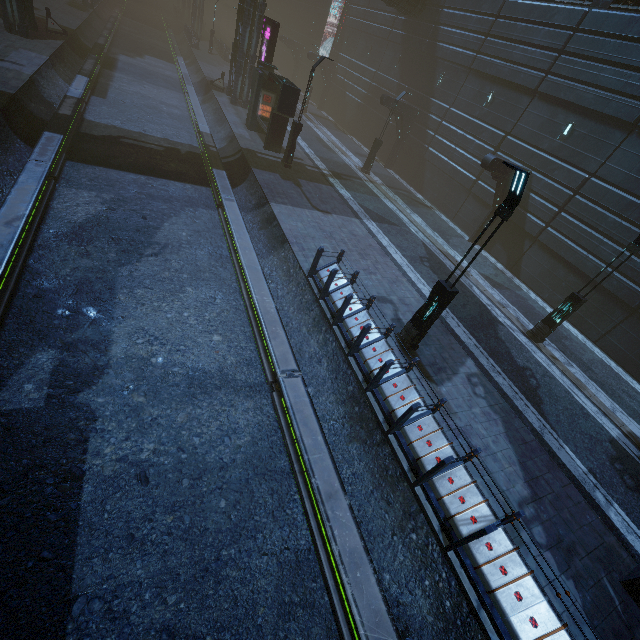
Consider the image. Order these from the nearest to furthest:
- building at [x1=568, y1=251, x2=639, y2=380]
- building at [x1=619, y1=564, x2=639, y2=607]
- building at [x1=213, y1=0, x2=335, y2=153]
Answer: building at [x1=619, y1=564, x2=639, y2=607], building at [x1=568, y1=251, x2=639, y2=380], building at [x1=213, y1=0, x2=335, y2=153]

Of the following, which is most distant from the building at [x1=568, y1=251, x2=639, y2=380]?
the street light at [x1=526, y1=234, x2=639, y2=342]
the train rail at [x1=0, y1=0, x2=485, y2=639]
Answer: the street light at [x1=526, y1=234, x2=639, y2=342]

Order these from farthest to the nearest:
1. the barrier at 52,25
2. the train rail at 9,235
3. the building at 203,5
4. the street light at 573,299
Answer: the building at 203,5 < the barrier at 52,25 < the street light at 573,299 < the train rail at 9,235

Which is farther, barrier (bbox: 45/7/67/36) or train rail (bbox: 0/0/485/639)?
barrier (bbox: 45/7/67/36)

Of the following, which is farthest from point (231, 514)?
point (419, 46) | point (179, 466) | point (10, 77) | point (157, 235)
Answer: point (419, 46)

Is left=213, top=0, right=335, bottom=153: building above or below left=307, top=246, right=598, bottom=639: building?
above

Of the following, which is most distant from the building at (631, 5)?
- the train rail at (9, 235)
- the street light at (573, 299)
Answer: the street light at (573, 299)

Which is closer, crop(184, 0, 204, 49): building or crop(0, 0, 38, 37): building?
crop(0, 0, 38, 37): building
